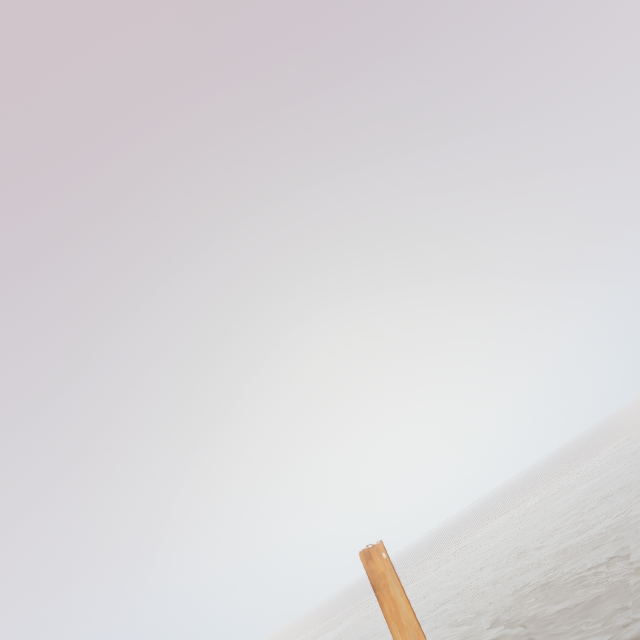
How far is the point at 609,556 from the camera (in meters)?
19.05
